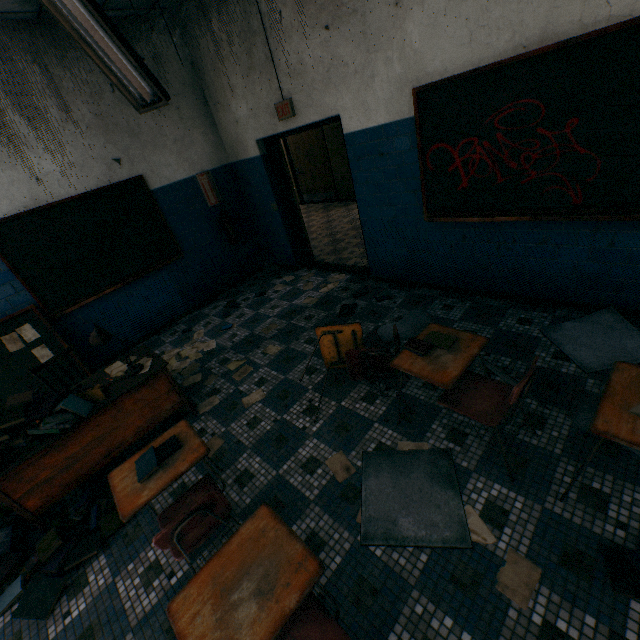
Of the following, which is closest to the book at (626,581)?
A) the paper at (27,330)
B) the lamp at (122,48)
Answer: the lamp at (122,48)

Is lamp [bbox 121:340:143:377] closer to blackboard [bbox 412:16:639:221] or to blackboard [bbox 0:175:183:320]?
blackboard [bbox 0:175:183:320]

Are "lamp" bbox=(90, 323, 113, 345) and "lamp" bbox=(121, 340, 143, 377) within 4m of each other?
yes

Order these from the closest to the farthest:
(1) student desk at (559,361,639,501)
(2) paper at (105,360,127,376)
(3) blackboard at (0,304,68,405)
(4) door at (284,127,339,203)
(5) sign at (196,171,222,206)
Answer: (1) student desk at (559,361,639,501)
(2) paper at (105,360,127,376)
(3) blackboard at (0,304,68,405)
(5) sign at (196,171,222,206)
(4) door at (284,127,339,203)

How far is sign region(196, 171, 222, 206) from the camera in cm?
530

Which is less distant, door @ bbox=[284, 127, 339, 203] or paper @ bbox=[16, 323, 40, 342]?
paper @ bbox=[16, 323, 40, 342]

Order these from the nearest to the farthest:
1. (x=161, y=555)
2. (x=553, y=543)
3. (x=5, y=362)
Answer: (x=553, y=543) → (x=161, y=555) → (x=5, y=362)

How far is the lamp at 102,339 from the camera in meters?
2.8
